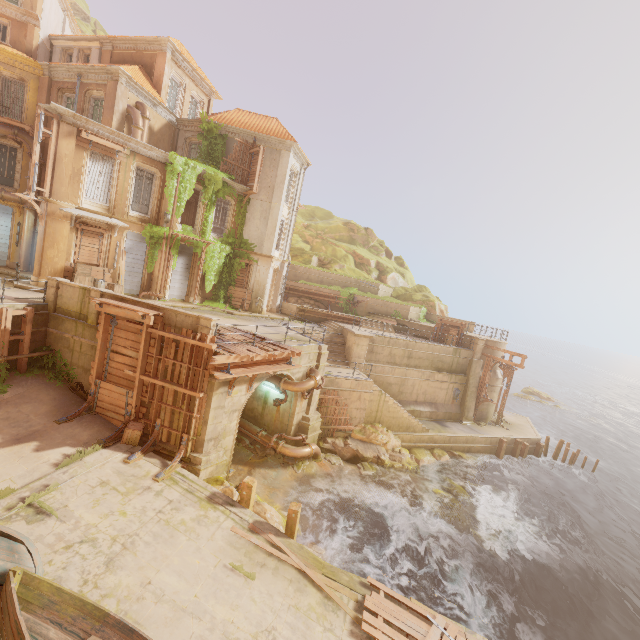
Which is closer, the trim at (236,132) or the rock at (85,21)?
the trim at (236,132)

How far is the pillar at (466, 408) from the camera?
26.03m

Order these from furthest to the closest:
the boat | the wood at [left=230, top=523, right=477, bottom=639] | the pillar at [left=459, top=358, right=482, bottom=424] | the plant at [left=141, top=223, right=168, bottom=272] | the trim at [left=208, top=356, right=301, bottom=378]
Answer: the pillar at [left=459, top=358, right=482, bottom=424] → the plant at [left=141, top=223, right=168, bottom=272] → the trim at [left=208, top=356, right=301, bottom=378] → the wood at [left=230, top=523, right=477, bottom=639] → the boat

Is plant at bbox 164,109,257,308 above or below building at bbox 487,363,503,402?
above

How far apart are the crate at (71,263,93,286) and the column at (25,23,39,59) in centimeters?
1580cm

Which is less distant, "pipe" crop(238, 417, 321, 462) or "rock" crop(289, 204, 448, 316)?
"pipe" crop(238, 417, 321, 462)

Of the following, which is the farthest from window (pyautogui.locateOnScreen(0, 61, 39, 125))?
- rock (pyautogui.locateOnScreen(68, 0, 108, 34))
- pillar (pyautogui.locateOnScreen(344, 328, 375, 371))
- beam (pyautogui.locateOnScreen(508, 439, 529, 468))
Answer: beam (pyautogui.locateOnScreen(508, 439, 529, 468))

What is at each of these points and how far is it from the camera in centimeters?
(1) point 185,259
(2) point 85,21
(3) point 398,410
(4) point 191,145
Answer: (1) shutter, 2217cm
(2) rock, 4994cm
(3) stairs, 2116cm
(4) window, 2417cm
